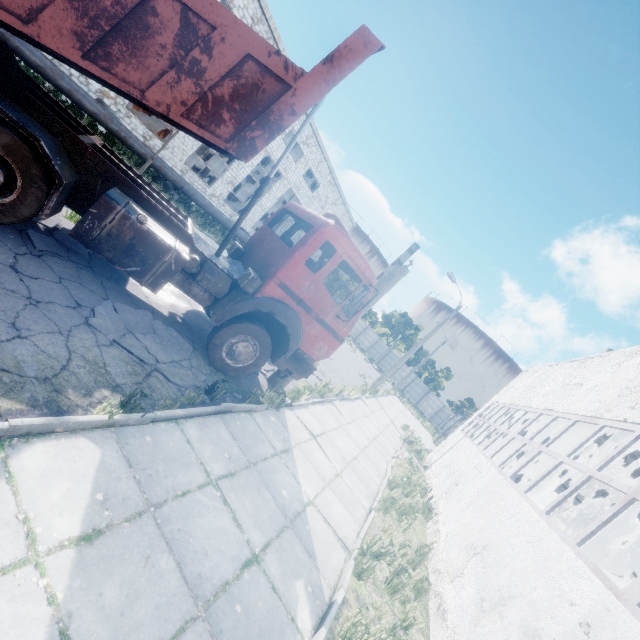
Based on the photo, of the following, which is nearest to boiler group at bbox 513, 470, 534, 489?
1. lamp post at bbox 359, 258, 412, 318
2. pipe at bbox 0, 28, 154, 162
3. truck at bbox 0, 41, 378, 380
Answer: lamp post at bbox 359, 258, 412, 318

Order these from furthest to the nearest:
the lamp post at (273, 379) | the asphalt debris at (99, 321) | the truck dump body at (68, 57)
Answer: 1. the lamp post at (273, 379)
2. the asphalt debris at (99, 321)
3. the truck dump body at (68, 57)

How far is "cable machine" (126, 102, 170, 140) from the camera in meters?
20.0 m

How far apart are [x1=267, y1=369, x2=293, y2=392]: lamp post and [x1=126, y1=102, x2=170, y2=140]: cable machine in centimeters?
1987cm

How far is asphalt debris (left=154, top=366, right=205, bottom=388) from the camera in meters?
5.0

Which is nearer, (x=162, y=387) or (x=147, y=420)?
(x=147, y=420)

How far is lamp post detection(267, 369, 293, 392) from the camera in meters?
8.3

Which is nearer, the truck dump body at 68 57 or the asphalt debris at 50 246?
the truck dump body at 68 57
